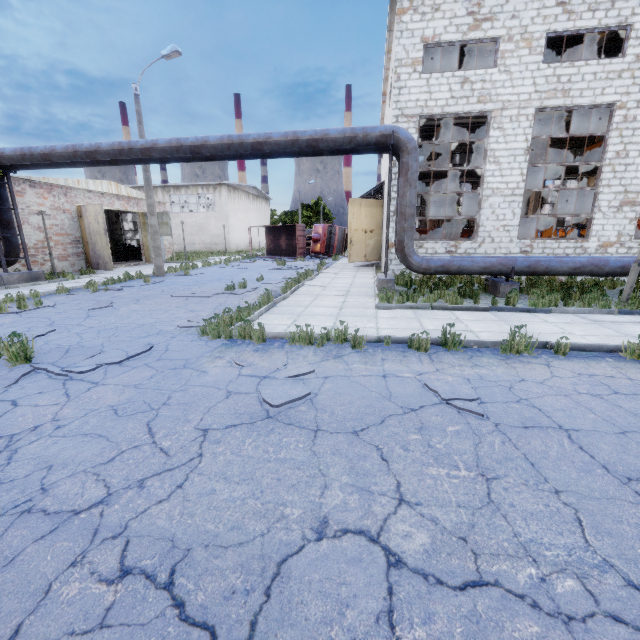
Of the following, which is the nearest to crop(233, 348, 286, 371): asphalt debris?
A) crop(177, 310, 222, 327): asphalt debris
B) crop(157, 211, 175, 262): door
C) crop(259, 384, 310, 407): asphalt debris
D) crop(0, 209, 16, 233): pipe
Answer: crop(259, 384, 310, 407): asphalt debris

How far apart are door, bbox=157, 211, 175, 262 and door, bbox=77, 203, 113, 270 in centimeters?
532cm

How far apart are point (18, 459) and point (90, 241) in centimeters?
2101cm

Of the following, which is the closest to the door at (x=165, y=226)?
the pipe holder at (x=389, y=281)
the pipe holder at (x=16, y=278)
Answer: the pipe holder at (x=16, y=278)

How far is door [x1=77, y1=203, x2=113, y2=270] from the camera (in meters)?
18.62

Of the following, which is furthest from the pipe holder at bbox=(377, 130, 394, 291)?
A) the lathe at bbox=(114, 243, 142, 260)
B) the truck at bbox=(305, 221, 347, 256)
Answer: Result: the lathe at bbox=(114, 243, 142, 260)

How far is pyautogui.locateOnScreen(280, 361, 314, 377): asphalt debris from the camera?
4.7m

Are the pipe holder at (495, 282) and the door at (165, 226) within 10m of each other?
no
